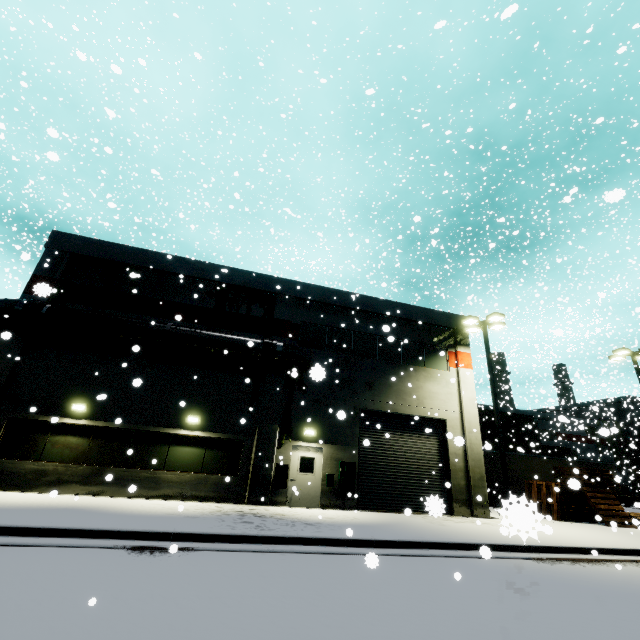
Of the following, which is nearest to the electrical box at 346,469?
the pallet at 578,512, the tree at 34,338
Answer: the pallet at 578,512

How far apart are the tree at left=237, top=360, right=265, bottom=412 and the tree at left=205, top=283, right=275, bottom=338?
0.7m

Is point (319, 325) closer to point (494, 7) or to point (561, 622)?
point (561, 622)

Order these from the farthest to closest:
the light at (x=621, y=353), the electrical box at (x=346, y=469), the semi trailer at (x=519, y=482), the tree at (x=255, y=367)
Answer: the semi trailer at (x=519, y=482) < the light at (x=621, y=353) < the tree at (x=255, y=367) < the electrical box at (x=346, y=469)

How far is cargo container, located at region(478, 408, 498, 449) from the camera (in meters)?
29.46

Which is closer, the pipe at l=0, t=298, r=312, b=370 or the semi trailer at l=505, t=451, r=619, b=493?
the pipe at l=0, t=298, r=312, b=370

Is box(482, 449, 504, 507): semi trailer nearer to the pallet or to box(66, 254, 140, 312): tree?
the pallet

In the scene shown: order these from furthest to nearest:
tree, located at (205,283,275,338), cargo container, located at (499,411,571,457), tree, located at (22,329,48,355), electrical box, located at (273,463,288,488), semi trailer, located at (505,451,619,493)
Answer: cargo container, located at (499,411,571,457), semi trailer, located at (505,451,619,493), tree, located at (205,283,275,338), electrical box, located at (273,463,288,488), tree, located at (22,329,48,355)
